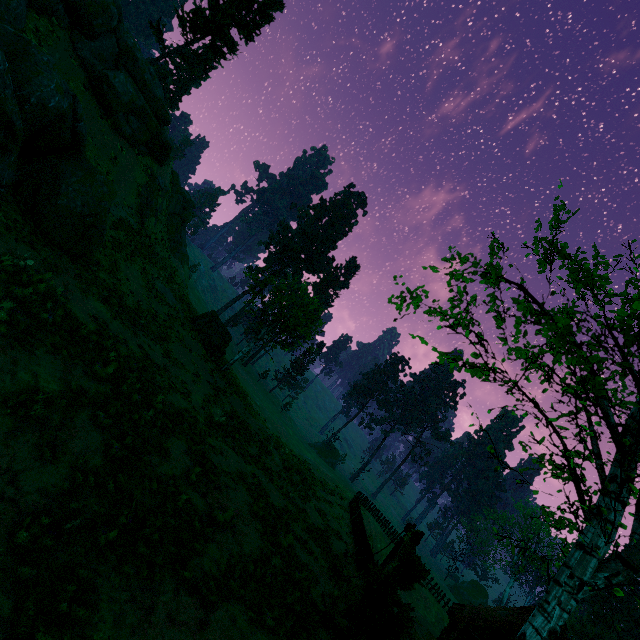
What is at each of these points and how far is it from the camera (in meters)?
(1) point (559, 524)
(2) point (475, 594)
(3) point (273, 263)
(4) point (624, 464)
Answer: (1) treerock, 9.45
(2) treerock, 58.19
(3) treerock, 58.88
(4) treerock, 7.02

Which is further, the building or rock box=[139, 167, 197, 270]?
rock box=[139, 167, 197, 270]

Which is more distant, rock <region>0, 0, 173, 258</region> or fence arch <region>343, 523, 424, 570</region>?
fence arch <region>343, 523, 424, 570</region>

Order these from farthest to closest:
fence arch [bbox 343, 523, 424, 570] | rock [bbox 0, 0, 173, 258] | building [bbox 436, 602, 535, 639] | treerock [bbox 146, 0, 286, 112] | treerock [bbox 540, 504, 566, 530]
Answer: treerock [bbox 146, 0, 286, 112] → building [bbox 436, 602, 535, 639] → fence arch [bbox 343, 523, 424, 570] → rock [bbox 0, 0, 173, 258] → treerock [bbox 540, 504, 566, 530]

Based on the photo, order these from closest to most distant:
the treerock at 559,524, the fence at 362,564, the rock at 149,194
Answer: the treerock at 559,524, the fence at 362,564, the rock at 149,194

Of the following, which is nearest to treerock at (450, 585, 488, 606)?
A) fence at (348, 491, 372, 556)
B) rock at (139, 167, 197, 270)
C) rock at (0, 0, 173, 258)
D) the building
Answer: the building

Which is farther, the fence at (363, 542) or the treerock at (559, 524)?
the fence at (363, 542)

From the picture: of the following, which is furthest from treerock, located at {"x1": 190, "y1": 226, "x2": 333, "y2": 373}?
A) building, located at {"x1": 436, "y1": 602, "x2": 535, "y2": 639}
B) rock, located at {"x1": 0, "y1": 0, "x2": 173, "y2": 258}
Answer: rock, located at {"x1": 0, "y1": 0, "x2": 173, "y2": 258}
